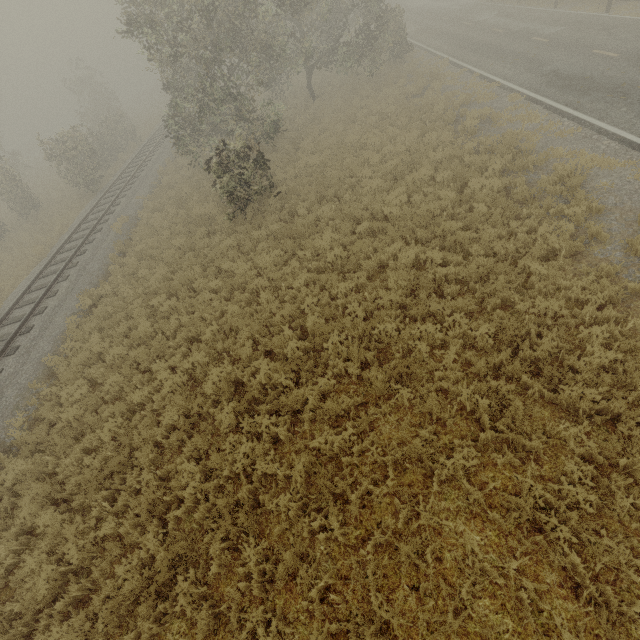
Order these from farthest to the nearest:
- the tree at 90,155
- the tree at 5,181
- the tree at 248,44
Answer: the tree at 5,181
the tree at 90,155
the tree at 248,44

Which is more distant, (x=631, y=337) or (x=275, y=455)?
(x=275, y=455)

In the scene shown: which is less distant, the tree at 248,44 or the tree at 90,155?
the tree at 248,44

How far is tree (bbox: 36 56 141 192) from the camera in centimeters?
2153cm

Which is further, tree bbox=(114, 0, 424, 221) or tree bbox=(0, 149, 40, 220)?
tree bbox=(0, 149, 40, 220)

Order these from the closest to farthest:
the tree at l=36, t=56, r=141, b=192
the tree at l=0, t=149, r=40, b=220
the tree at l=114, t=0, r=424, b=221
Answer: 1. the tree at l=114, t=0, r=424, b=221
2. the tree at l=36, t=56, r=141, b=192
3. the tree at l=0, t=149, r=40, b=220
